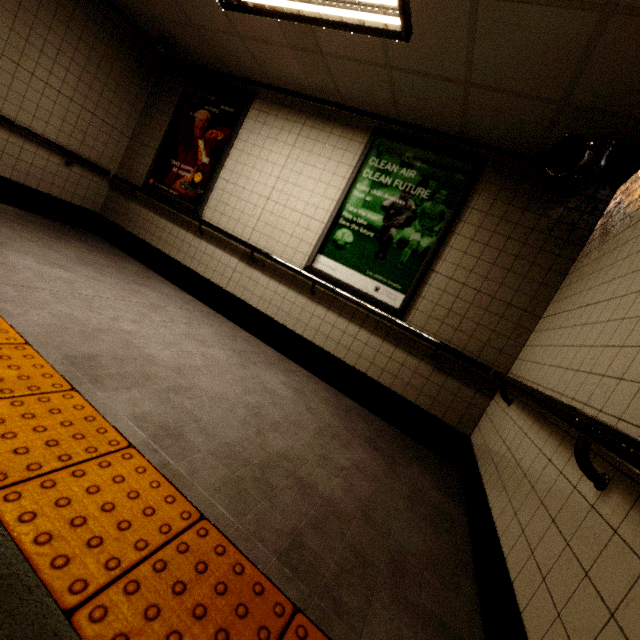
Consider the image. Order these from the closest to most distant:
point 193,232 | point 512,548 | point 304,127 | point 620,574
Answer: point 620,574
point 512,548
point 304,127
point 193,232

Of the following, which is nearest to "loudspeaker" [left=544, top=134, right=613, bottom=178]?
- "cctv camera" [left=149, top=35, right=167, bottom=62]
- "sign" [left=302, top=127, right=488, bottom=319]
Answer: "sign" [left=302, top=127, right=488, bottom=319]

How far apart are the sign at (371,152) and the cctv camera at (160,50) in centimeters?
317cm

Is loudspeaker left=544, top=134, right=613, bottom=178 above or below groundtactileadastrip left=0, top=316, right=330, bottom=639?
above

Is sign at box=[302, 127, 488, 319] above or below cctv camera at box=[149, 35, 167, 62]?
below

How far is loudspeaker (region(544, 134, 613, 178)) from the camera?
2.4 meters

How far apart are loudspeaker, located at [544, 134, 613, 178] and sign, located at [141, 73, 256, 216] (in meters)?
3.59

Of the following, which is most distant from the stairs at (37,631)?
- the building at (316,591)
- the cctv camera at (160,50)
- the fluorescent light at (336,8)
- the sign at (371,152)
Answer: the cctv camera at (160,50)
